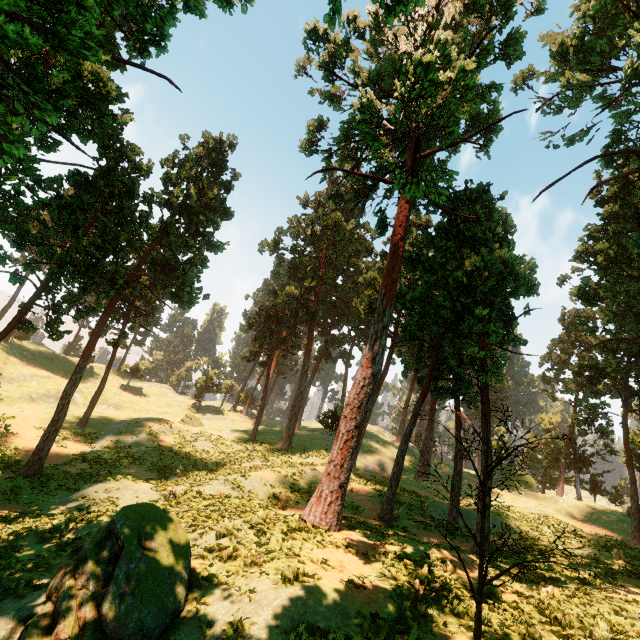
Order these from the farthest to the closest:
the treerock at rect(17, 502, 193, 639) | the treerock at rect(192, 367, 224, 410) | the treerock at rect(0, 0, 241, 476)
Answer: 1. the treerock at rect(192, 367, 224, 410)
2. the treerock at rect(0, 0, 241, 476)
3. the treerock at rect(17, 502, 193, 639)

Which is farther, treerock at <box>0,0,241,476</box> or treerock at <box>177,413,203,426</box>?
treerock at <box>177,413,203,426</box>

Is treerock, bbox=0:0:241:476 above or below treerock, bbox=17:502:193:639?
above

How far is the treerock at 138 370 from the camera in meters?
54.2 m

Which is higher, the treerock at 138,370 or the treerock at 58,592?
the treerock at 138,370

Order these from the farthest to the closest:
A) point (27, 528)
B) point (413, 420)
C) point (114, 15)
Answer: point (413, 420)
point (27, 528)
point (114, 15)
